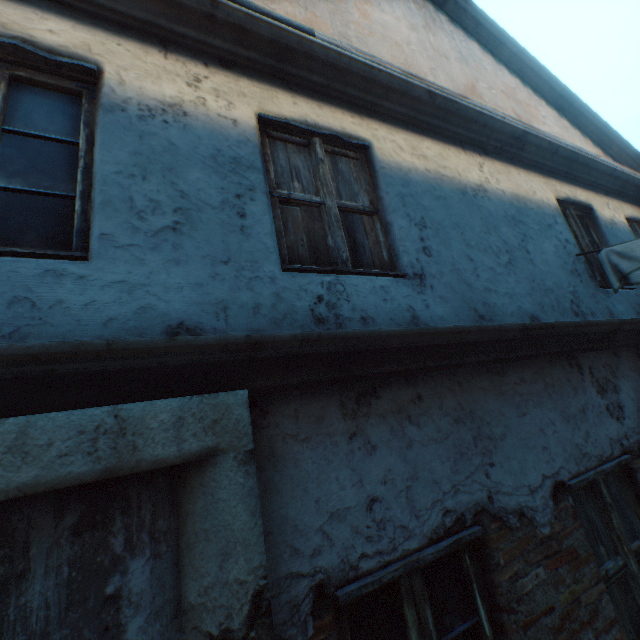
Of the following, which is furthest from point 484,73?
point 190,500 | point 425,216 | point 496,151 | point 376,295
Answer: point 190,500

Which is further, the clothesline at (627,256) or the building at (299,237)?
the clothesline at (627,256)

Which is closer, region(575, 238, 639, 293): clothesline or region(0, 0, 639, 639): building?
region(0, 0, 639, 639): building
